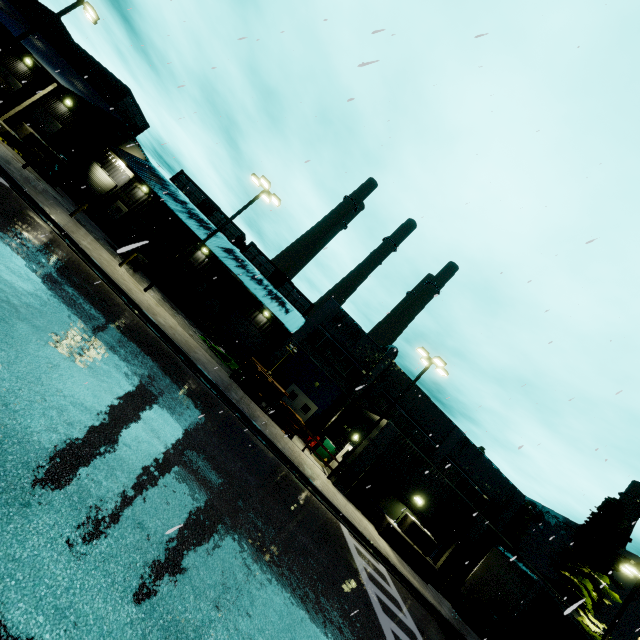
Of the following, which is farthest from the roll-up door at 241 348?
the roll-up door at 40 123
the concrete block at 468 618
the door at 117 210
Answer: the concrete block at 468 618

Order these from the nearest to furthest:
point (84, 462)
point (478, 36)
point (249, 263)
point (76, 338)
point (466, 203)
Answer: point (478, 36) → point (84, 462) → point (76, 338) → point (466, 203) → point (249, 263)

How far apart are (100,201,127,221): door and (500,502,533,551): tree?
60.8 meters

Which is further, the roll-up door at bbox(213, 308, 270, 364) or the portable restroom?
the roll-up door at bbox(213, 308, 270, 364)

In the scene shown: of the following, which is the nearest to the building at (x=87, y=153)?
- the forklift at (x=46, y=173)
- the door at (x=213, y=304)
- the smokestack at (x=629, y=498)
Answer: the door at (x=213, y=304)

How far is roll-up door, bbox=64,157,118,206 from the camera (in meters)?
29.44

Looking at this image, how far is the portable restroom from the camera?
28.2m

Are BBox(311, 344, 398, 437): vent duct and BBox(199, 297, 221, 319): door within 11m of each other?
yes
